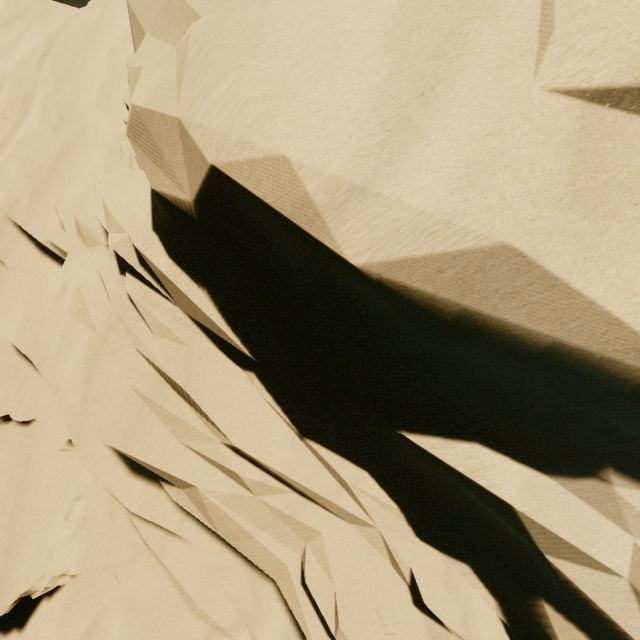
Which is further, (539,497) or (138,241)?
(138,241)
